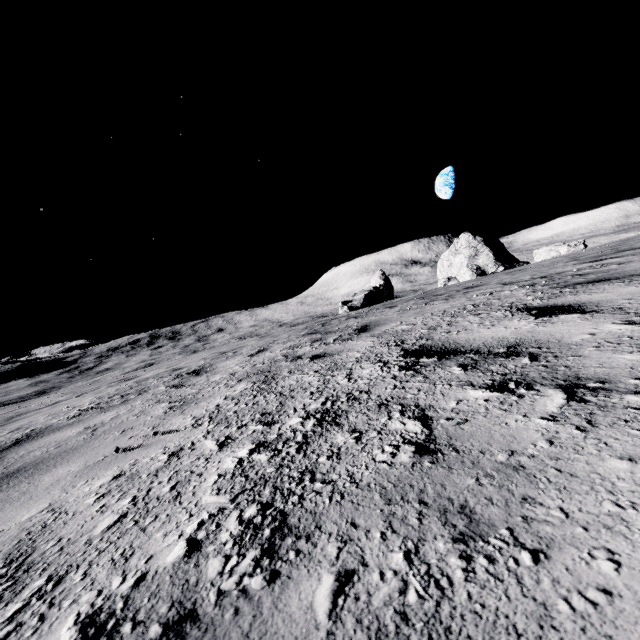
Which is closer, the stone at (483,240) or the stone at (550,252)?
the stone at (550,252)

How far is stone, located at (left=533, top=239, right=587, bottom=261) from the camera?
22.11m

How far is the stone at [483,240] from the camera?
31.0m

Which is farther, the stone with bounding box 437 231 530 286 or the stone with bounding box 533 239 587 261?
the stone with bounding box 437 231 530 286

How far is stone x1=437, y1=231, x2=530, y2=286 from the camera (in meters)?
31.05

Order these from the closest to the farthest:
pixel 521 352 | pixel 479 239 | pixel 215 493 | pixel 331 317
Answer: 1. pixel 215 493
2. pixel 521 352
3. pixel 331 317
4. pixel 479 239
